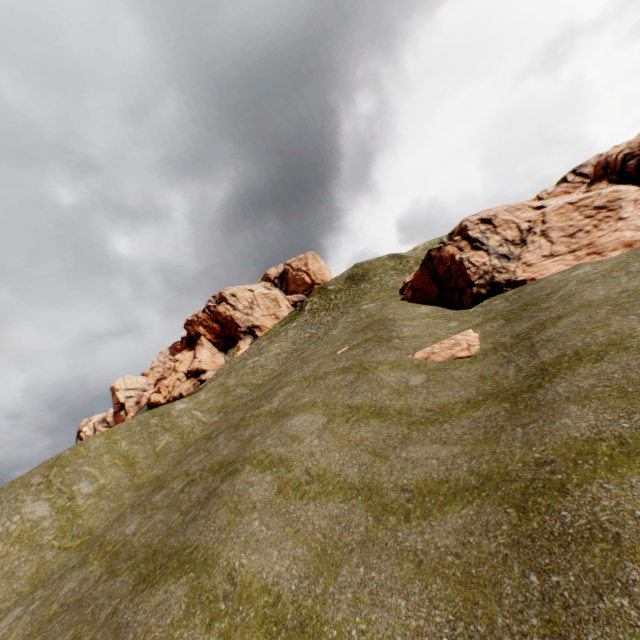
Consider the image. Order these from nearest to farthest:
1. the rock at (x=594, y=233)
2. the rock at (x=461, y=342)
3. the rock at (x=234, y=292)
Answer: the rock at (x=461, y=342) < the rock at (x=594, y=233) < the rock at (x=234, y=292)

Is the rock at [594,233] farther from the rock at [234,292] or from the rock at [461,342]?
the rock at [234,292]

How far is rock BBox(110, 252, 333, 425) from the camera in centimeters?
4478cm

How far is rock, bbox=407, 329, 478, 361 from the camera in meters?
13.0

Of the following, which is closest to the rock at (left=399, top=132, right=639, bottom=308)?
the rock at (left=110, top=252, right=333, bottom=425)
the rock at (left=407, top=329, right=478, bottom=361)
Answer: the rock at (left=407, top=329, right=478, bottom=361)

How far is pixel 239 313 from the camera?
51.0 meters

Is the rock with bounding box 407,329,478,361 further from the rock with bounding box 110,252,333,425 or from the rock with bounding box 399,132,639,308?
the rock with bounding box 110,252,333,425
